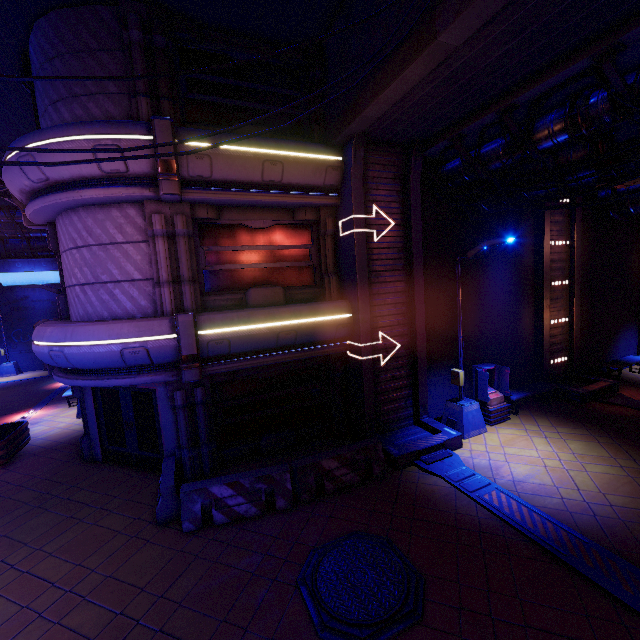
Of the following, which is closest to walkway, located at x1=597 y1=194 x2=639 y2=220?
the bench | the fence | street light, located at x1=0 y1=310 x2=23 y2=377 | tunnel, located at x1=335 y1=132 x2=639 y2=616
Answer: the bench

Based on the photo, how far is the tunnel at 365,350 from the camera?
9.8m

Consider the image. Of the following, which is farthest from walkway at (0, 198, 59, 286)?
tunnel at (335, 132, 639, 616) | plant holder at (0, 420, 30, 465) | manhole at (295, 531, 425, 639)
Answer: manhole at (295, 531, 425, 639)

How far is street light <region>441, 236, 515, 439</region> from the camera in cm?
928

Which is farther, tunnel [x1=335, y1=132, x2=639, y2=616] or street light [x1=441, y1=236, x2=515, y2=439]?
street light [x1=441, y1=236, x2=515, y2=439]

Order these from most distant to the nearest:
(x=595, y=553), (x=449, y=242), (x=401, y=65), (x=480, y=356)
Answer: (x=480, y=356)
(x=449, y=242)
(x=401, y=65)
(x=595, y=553)

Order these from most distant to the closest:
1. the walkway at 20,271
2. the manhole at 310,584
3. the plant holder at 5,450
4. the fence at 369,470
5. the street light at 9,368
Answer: the street light at 9,368 → the walkway at 20,271 → the plant holder at 5,450 → the fence at 369,470 → the manhole at 310,584

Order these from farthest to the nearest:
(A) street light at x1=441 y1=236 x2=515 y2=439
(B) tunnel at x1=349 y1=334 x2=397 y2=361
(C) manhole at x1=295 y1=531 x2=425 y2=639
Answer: (B) tunnel at x1=349 y1=334 x2=397 y2=361, (A) street light at x1=441 y1=236 x2=515 y2=439, (C) manhole at x1=295 y1=531 x2=425 y2=639
